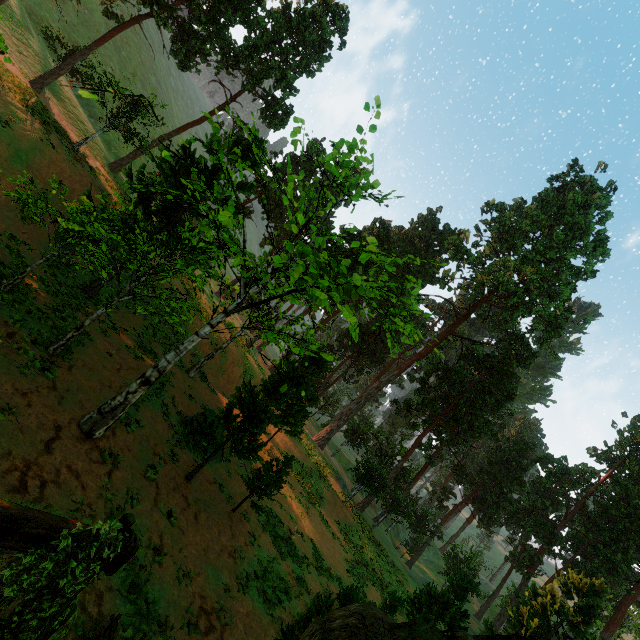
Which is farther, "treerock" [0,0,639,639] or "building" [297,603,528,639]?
"treerock" [0,0,639,639]

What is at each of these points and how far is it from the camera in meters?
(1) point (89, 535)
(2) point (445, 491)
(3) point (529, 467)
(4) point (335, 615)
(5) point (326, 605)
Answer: (1) fence arch, 3.8 m
(2) treerock, 47.4 m
(3) treerock, 45.4 m
(4) building, 6.5 m
(5) treerock, 9.8 m

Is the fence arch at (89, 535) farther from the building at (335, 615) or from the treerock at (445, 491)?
the treerock at (445, 491)

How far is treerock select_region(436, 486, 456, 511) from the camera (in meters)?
46.22

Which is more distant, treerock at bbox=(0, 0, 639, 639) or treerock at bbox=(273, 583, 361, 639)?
treerock at bbox=(0, 0, 639, 639)

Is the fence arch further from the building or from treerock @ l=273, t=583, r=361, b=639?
treerock @ l=273, t=583, r=361, b=639

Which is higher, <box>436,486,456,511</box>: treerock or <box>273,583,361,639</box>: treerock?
<box>436,486,456,511</box>: treerock
